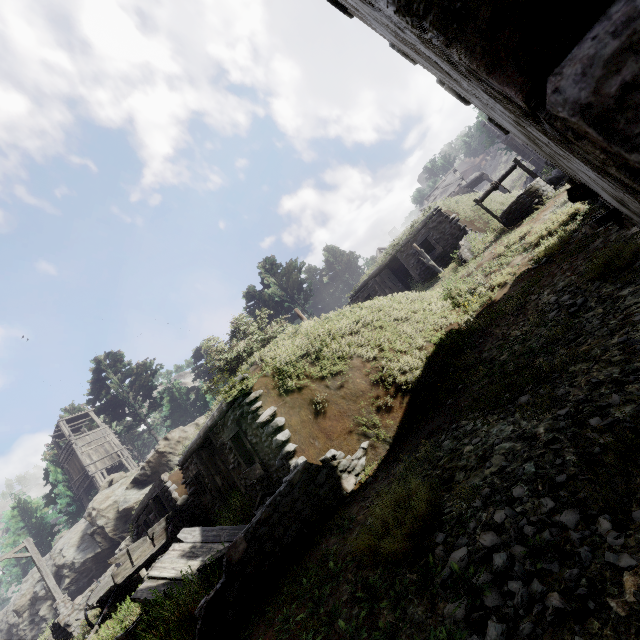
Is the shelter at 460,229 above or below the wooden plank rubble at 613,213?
above

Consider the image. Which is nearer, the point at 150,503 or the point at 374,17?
the point at 374,17

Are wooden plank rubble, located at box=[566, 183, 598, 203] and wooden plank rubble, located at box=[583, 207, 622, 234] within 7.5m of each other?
yes

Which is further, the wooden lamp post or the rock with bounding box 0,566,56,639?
the rock with bounding box 0,566,56,639

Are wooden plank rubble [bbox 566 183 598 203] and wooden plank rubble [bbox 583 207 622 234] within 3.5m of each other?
yes

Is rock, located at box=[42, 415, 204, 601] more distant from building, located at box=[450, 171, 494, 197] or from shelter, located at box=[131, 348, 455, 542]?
building, located at box=[450, 171, 494, 197]

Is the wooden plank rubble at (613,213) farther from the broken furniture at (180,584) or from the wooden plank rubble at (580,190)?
the broken furniture at (180,584)

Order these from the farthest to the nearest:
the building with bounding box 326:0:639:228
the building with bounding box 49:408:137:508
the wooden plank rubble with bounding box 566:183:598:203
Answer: the building with bounding box 49:408:137:508
the wooden plank rubble with bounding box 566:183:598:203
the building with bounding box 326:0:639:228
